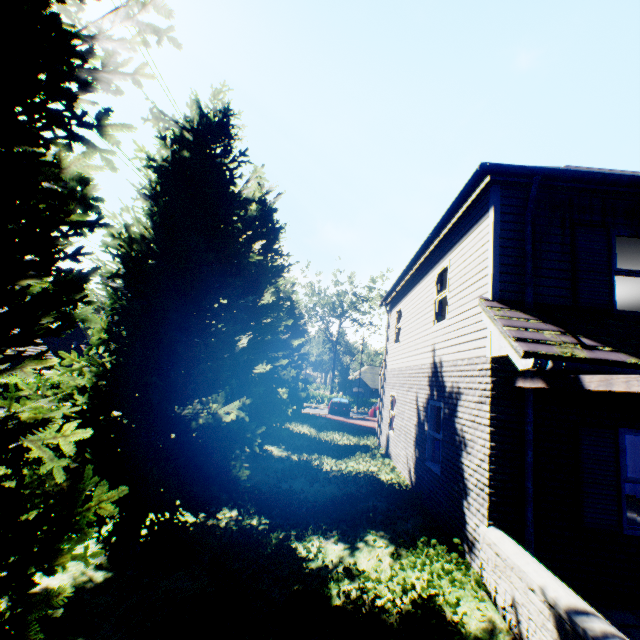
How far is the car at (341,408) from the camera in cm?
2730

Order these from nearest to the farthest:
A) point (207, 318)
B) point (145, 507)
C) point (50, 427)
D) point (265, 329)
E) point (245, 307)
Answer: point (50, 427) → point (145, 507) → point (207, 318) → point (265, 329) → point (245, 307)

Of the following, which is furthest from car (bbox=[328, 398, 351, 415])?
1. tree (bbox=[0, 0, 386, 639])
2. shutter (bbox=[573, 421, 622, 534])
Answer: shutter (bbox=[573, 421, 622, 534])

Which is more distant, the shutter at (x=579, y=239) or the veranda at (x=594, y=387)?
the shutter at (x=579, y=239)

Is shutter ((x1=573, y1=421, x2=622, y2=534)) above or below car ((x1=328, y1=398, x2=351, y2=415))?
above

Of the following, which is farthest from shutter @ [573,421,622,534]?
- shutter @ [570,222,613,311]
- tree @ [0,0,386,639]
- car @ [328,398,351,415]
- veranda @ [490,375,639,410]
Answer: car @ [328,398,351,415]

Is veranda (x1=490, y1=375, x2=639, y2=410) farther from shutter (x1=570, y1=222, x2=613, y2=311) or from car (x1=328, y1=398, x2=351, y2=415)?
car (x1=328, y1=398, x2=351, y2=415)

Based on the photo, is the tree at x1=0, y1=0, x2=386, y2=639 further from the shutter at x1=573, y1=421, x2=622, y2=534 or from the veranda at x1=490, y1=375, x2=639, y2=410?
the shutter at x1=573, y1=421, x2=622, y2=534
